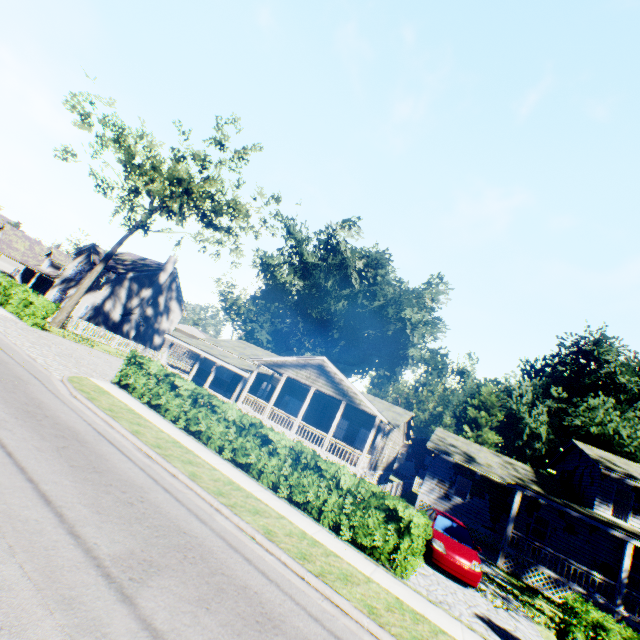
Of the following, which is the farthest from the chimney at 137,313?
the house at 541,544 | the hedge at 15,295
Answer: the house at 541,544

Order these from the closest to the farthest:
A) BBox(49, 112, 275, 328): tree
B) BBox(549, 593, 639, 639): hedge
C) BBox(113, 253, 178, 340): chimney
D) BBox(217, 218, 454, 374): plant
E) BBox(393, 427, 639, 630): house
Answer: BBox(549, 593, 639, 639): hedge < BBox(393, 427, 639, 630): house < BBox(49, 112, 275, 328): tree < BBox(113, 253, 178, 340): chimney < BBox(217, 218, 454, 374): plant

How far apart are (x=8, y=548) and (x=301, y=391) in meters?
23.4 m

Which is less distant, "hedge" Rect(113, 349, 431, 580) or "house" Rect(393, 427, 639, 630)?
"hedge" Rect(113, 349, 431, 580)

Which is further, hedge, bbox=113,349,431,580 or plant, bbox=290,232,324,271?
plant, bbox=290,232,324,271

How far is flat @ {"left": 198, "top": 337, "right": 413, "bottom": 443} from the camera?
21.6m

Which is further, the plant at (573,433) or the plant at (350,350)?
the plant at (350,350)

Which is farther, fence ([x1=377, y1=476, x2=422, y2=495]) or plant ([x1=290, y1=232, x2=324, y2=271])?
plant ([x1=290, y1=232, x2=324, y2=271])
